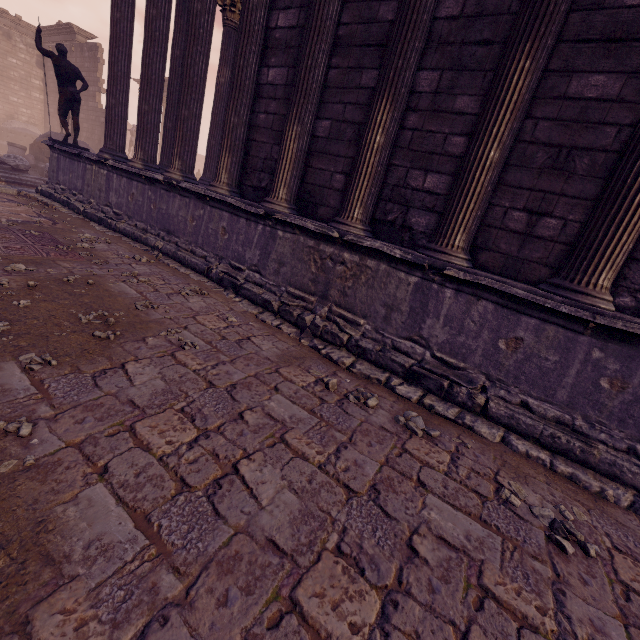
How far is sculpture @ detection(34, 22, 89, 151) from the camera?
8.65m

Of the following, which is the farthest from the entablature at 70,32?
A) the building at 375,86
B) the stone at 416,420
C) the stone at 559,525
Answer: the stone at 559,525

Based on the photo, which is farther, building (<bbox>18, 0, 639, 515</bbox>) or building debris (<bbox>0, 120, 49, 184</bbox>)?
building debris (<bbox>0, 120, 49, 184</bbox>)

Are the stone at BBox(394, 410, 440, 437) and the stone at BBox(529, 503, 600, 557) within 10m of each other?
yes

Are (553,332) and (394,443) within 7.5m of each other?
yes

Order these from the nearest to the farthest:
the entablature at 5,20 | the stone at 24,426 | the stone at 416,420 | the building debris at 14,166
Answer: the stone at 24,426, the stone at 416,420, the building debris at 14,166, the entablature at 5,20

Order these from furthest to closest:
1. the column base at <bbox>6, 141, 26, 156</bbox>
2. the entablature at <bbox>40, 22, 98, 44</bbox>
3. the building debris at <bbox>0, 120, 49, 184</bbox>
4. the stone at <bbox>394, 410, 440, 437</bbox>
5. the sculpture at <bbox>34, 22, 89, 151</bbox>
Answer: the entablature at <bbox>40, 22, 98, 44</bbox> → the column base at <bbox>6, 141, 26, 156</bbox> → the building debris at <bbox>0, 120, 49, 184</bbox> → the sculpture at <bbox>34, 22, 89, 151</bbox> → the stone at <bbox>394, 410, 440, 437</bbox>

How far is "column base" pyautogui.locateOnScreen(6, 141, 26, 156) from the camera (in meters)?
14.80
